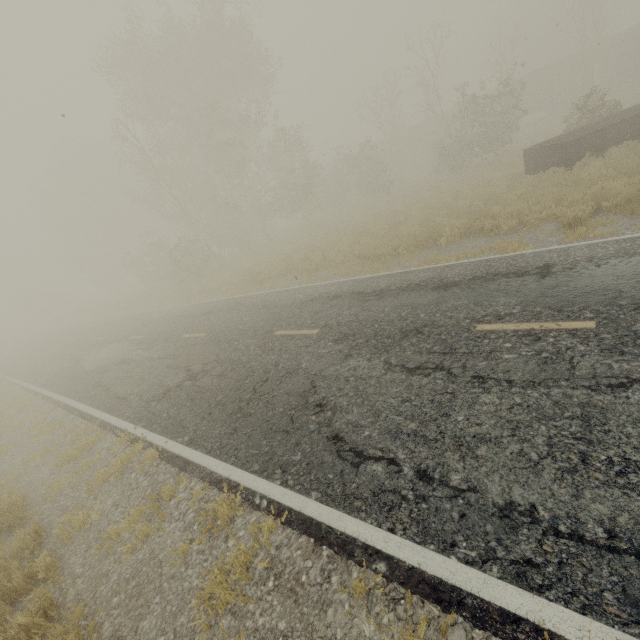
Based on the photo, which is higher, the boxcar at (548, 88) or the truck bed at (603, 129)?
the boxcar at (548, 88)

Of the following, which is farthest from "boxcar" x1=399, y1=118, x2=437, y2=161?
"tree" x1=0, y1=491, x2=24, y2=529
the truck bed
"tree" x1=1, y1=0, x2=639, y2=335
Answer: "tree" x1=0, y1=491, x2=24, y2=529

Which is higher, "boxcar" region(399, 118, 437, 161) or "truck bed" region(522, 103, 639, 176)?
"boxcar" region(399, 118, 437, 161)

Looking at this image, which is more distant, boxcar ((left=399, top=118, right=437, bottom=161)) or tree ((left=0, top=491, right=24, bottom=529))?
boxcar ((left=399, top=118, right=437, bottom=161))

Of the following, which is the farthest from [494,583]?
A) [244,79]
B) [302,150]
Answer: [244,79]

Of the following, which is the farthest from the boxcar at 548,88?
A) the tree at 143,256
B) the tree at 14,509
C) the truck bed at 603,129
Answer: the tree at 14,509

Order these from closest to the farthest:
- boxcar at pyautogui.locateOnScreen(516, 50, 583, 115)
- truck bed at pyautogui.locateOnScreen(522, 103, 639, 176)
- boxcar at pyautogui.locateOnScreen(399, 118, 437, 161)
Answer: truck bed at pyautogui.locateOnScreen(522, 103, 639, 176) → boxcar at pyautogui.locateOnScreen(516, 50, 583, 115) → boxcar at pyautogui.locateOnScreen(399, 118, 437, 161)

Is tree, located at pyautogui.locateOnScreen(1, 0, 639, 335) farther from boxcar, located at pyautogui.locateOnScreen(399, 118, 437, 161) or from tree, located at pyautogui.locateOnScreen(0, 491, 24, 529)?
tree, located at pyautogui.locateOnScreen(0, 491, 24, 529)
